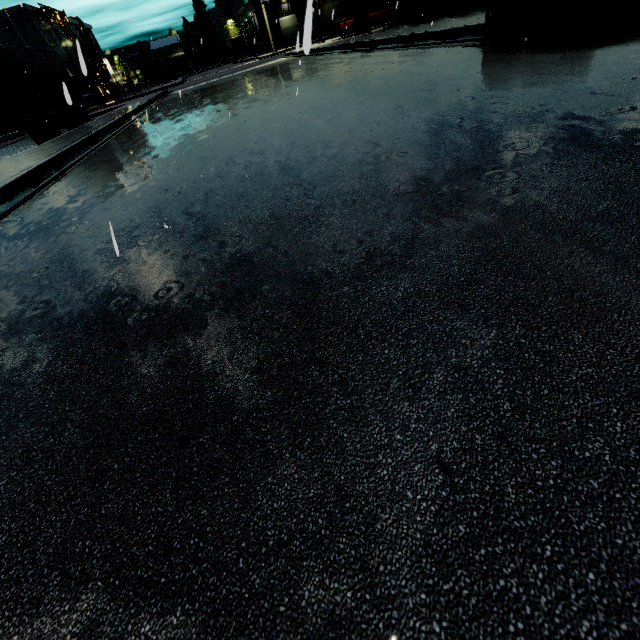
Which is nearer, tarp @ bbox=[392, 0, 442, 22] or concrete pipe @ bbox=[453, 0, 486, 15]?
tarp @ bbox=[392, 0, 442, 22]

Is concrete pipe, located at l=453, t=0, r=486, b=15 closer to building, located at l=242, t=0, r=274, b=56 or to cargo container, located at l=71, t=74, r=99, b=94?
building, located at l=242, t=0, r=274, b=56

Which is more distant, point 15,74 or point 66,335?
point 15,74

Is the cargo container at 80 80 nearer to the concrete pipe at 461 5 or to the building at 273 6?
the building at 273 6

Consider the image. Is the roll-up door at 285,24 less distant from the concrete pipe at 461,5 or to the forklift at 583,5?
the concrete pipe at 461,5

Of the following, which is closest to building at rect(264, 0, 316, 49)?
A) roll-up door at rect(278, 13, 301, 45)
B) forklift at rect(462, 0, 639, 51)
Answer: roll-up door at rect(278, 13, 301, 45)

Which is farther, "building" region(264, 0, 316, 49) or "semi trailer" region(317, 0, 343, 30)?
"semi trailer" region(317, 0, 343, 30)

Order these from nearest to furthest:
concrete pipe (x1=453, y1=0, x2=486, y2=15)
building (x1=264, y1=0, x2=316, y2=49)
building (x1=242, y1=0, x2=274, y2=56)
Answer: building (x1=264, y1=0, x2=316, y2=49), concrete pipe (x1=453, y1=0, x2=486, y2=15), building (x1=242, y1=0, x2=274, y2=56)
